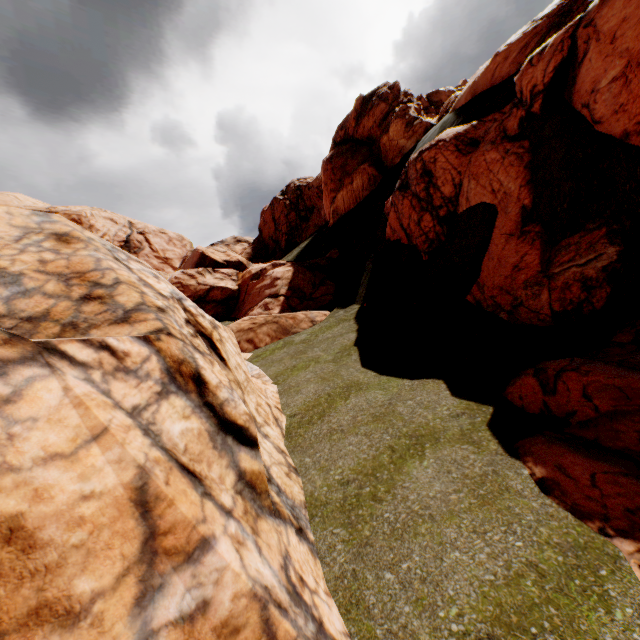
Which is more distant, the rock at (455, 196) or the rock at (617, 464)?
the rock at (617, 464)

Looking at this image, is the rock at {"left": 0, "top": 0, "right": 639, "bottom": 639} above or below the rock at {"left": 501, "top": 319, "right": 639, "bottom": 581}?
above

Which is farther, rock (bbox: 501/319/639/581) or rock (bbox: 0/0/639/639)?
rock (bbox: 501/319/639/581)

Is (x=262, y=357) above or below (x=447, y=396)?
above

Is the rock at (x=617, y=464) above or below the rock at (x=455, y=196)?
below
